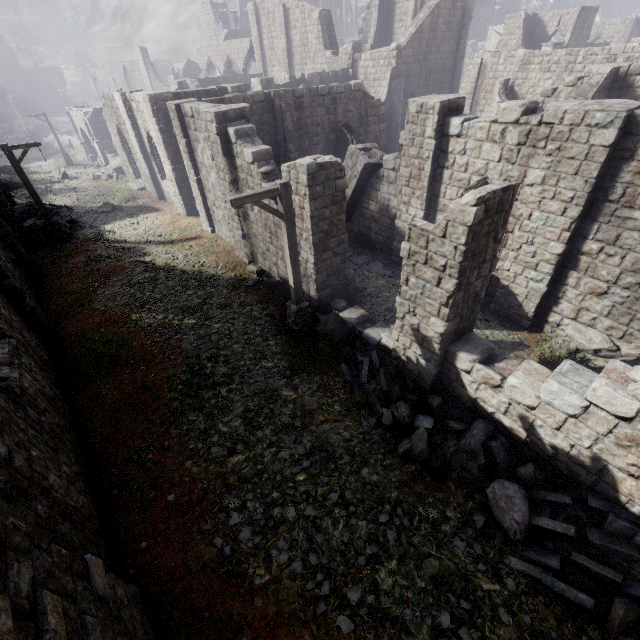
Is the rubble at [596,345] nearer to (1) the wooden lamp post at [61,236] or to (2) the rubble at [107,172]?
(1) the wooden lamp post at [61,236]

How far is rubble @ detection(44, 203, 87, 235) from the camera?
19.0m

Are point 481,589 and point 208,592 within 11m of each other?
yes

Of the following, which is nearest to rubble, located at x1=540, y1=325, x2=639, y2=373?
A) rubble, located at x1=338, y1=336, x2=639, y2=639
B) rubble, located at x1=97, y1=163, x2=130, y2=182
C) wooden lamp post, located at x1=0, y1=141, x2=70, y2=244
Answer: rubble, located at x1=338, y1=336, x2=639, y2=639

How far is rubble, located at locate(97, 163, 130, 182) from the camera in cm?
2766

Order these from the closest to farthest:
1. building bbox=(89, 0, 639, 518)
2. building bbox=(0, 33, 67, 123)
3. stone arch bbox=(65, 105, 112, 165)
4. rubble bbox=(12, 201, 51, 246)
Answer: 1. building bbox=(89, 0, 639, 518)
2. rubble bbox=(12, 201, 51, 246)
3. stone arch bbox=(65, 105, 112, 165)
4. building bbox=(0, 33, 67, 123)

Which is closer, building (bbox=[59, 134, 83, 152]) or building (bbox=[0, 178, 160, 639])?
building (bbox=[0, 178, 160, 639])

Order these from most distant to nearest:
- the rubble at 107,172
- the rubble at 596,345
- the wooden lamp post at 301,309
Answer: the rubble at 107,172 < the rubble at 596,345 < the wooden lamp post at 301,309
